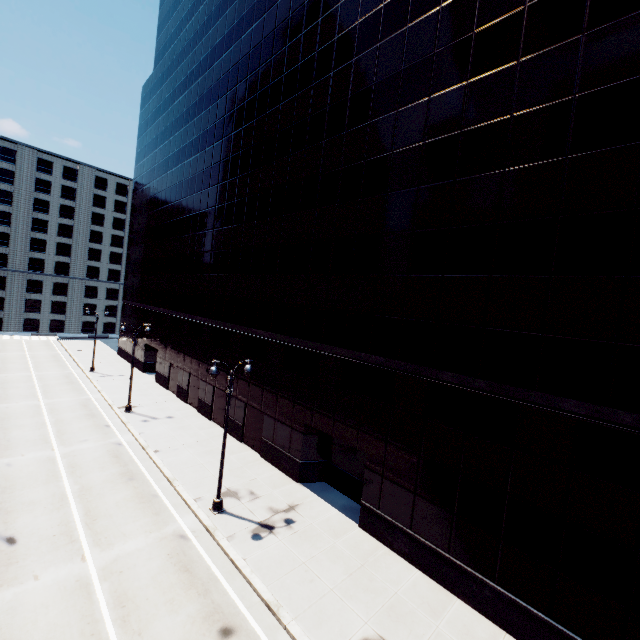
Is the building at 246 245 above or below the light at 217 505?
above

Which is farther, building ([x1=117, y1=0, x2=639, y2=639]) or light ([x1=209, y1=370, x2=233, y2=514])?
light ([x1=209, y1=370, x2=233, y2=514])

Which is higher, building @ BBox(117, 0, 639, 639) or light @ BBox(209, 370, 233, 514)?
building @ BBox(117, 0, 639, 639)

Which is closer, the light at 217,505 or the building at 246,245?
the building at 246,245

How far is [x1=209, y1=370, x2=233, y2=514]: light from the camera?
15.6m

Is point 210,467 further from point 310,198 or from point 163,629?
point 310,198
